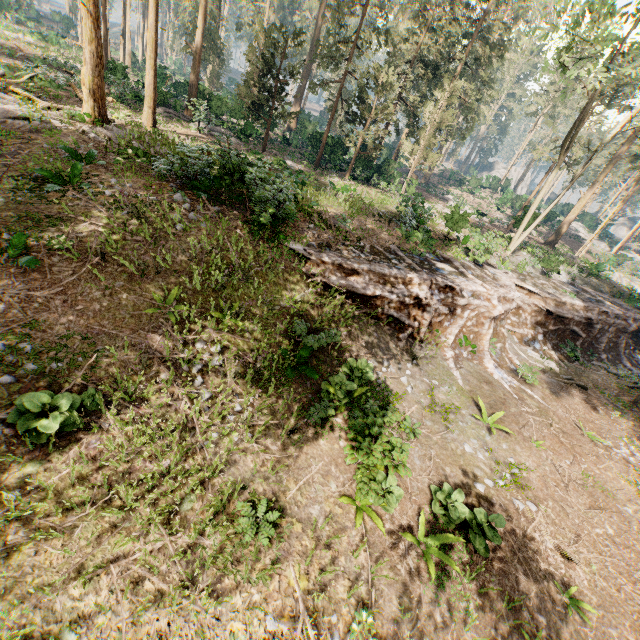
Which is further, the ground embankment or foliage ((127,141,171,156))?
foliage ((127,141,171,156))

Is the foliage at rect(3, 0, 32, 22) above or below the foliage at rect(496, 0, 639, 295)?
below

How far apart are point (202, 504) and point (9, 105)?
18.27m

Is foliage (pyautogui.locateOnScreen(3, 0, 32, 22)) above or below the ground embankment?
above

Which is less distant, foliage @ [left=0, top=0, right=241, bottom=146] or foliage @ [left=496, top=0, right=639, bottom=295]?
foliage @ [left=0, top=0, right=241, bottom=146]

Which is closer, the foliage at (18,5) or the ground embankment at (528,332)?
the ground embankment at (528,332)

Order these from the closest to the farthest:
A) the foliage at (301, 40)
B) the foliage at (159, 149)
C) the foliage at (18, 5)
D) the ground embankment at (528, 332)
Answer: Result:
1. the ground embankment at (528, 332)
2. the foliage at (159, 149)
3. the foliage at (301, 40)
4. the foliage at (18, 5)
